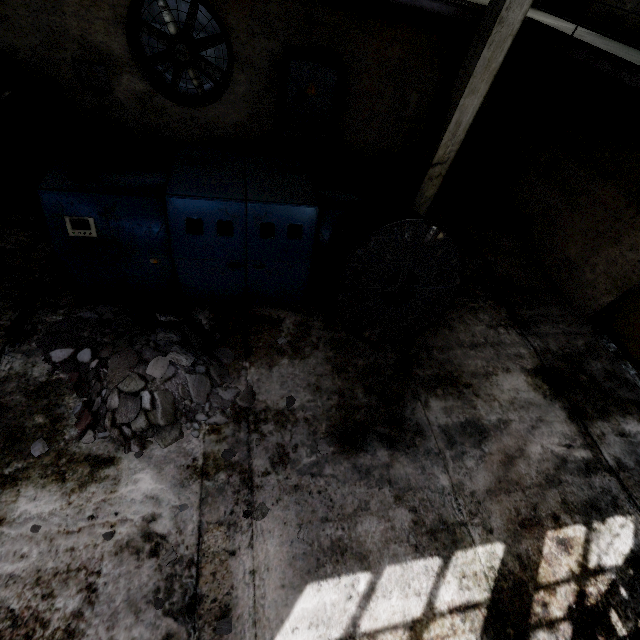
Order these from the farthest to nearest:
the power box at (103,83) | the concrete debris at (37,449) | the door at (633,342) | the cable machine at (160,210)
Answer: the power box at (103,83)
the door at (633,342)
the cable machine at (160,210)
the concrete debris at (37,449)

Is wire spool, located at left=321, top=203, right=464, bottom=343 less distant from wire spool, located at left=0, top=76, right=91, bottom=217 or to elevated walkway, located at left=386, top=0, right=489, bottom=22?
elevated walkway, located at left=386, top=0, right=489, bottom=22

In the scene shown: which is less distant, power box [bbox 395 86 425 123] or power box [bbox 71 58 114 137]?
power box [bbox 71 58 114 137]

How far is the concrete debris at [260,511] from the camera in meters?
3.8

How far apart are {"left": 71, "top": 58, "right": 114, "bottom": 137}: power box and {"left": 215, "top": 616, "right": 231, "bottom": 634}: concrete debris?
10.2m

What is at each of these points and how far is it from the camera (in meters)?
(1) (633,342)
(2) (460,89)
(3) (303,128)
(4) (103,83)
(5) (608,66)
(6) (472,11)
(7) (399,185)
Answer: (1) door, 6.61
(2) column, 6.11
(3) power box, 8.39
(4) power box, 7.36
(5) elevated walkway, 4.57
(6) elevated walkway, 5.57
(7) concrete debris, 9.19

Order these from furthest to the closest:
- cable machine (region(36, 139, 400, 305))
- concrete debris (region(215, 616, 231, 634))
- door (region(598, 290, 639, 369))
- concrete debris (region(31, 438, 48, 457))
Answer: door (region(598, 290, 639, 369))
cable machine (region(36, 139, 400, 305))
concrete debris (region(31, 438, 48, 457))
concrete debris (region(215, 616, 231, 634))

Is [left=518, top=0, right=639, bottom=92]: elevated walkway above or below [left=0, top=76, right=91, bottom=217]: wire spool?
above
